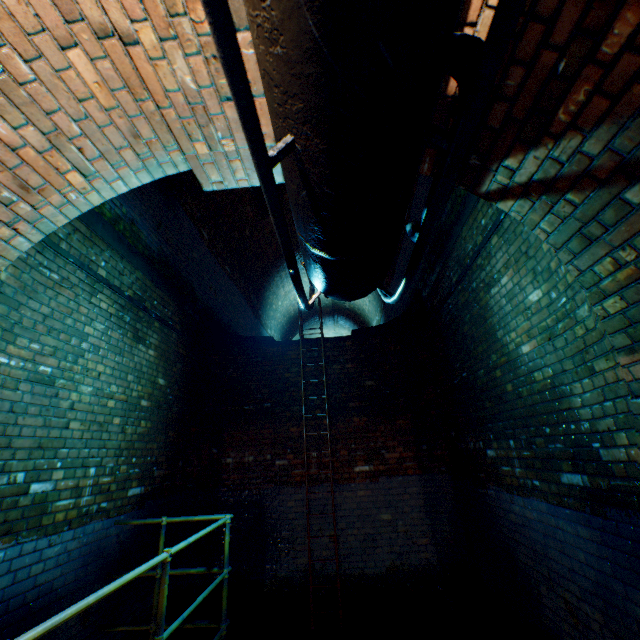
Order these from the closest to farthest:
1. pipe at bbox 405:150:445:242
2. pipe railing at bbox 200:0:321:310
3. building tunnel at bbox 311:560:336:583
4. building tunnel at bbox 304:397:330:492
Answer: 1. pipe railing at bbox 200:0:321:310
2. pipe at bbox 405:150:445:242
3. building tunnel at bbox 311:560:336:583
4. building tunnel at bbox 304:397:330:492

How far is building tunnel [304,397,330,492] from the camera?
5.65m

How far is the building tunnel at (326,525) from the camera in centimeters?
537cm

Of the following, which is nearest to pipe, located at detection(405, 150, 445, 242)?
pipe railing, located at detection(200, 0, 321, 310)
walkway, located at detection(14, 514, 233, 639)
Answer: pipe railing, located at detection(200, 0, 321, 310)

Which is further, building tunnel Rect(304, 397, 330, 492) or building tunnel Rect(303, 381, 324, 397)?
building tunnel Rect(303, 381, 324, 397)

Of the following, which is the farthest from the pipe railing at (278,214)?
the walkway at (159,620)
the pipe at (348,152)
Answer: the walkway at (159,620)

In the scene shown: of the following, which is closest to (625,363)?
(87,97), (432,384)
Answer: (87,97)
